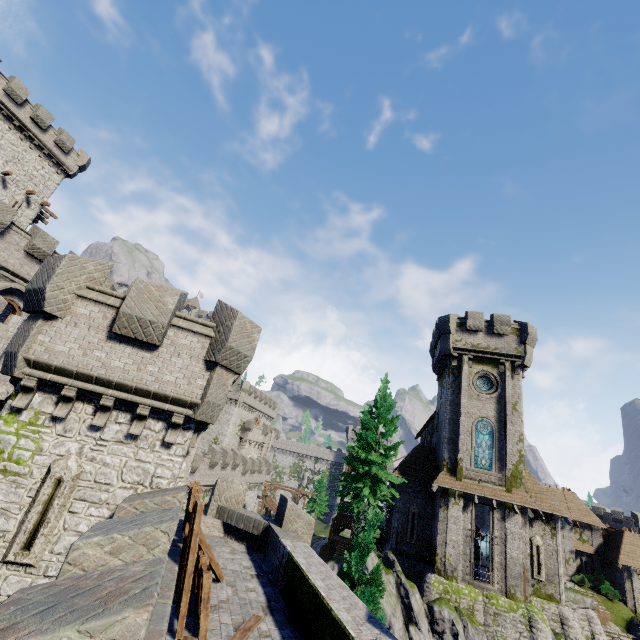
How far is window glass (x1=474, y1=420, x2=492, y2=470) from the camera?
24.6 meters

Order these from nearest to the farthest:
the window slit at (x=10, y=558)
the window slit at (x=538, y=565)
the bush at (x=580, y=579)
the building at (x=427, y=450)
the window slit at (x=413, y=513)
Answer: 1. the window slit at (x=10, y=558)
2. the building at (x=427, y=450)
3. the window slit at (x=538, y=565)
4. the window slit at (x=413, y=513)
5. the bush at (x=580, y=579)

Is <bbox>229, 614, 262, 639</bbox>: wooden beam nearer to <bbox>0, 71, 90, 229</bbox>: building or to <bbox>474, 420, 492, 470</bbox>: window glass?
<bbox>474, 420, 492, 470</bbox>: window glass

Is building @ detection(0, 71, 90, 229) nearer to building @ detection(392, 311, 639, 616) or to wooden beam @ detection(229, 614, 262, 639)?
wooden beam @ detection(229, 614, 262, 639)

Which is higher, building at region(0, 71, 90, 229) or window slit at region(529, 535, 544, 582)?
building at region(0, 71, 90, 229)

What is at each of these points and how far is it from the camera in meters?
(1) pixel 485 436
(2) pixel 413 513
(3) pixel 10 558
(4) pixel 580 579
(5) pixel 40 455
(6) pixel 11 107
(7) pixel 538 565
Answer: (1) window glass, 25.4 m
(2) window slit, 26.4 m
(3) window slit, 7.7 m
(4) bush, 35.0 m
(5) building tower, 8.6 m
(6) building, 29.7 m
(7) window slit, 23.7 m

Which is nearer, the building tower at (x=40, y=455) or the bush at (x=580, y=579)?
the building tower at (x=40, y=455)

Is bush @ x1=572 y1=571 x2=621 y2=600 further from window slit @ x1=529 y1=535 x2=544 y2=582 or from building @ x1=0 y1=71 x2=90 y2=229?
building @ x1=0 y1=71 x2=90 y2=229
